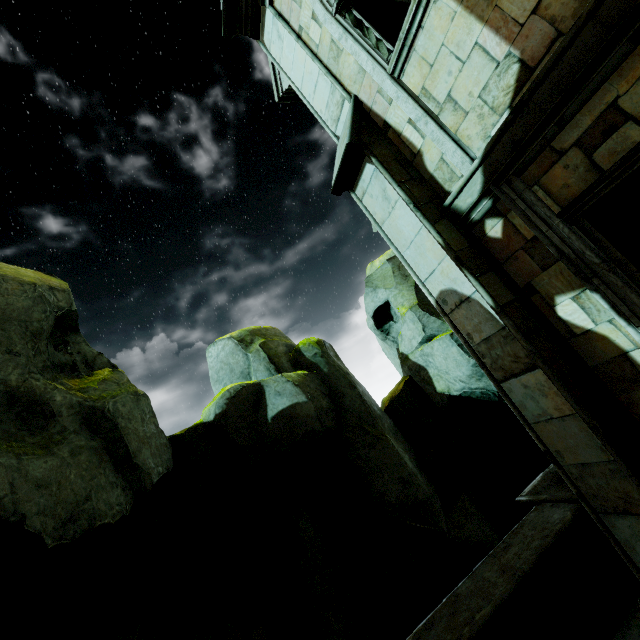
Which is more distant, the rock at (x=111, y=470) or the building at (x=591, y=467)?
the rock at (x=111, y=470)

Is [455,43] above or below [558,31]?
above

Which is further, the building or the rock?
the rock
